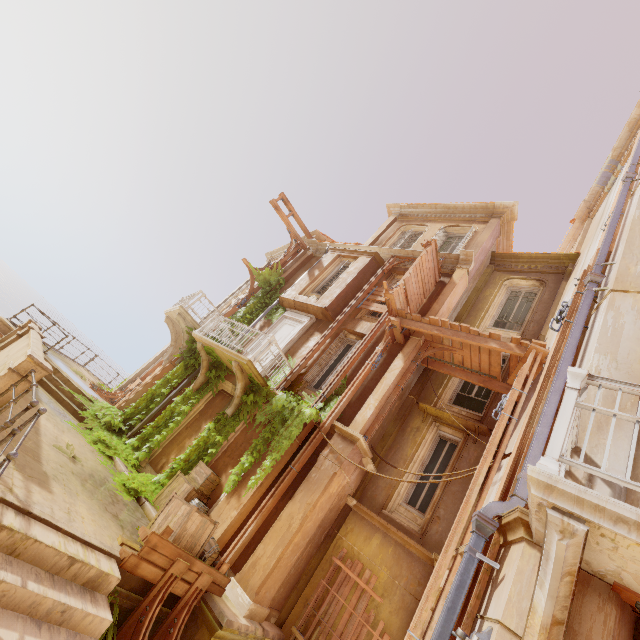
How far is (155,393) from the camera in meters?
12.6

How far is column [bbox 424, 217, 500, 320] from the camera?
11.4 meters

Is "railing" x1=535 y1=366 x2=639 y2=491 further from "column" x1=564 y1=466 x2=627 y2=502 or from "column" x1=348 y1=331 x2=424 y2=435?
"column" x1=348 y1=331 x2=424 y2=435

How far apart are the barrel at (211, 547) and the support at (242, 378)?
3.2m

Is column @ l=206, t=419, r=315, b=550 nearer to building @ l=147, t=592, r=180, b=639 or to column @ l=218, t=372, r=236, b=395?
column @ l=218, t=372, r=236, b=395

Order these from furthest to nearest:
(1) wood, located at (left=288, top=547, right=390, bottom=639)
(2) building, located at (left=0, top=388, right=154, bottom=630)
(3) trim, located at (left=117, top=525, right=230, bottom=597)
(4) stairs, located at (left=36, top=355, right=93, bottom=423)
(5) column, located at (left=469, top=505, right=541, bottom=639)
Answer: (4) stairs, located at (left=36, top=355, right=93, bottom=423) → (1) wood, located at (left=288, top=547, right=390, bottom=639) → (3) trim, located at (left=117, top=525, right=230, bottom=597) → (2) building, located at (left=0, top=388, right=154, bottom=630) → (5) column, located at (left=469, top=505, right=541, bottom=639)

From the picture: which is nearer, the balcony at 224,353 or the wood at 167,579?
the wood at 167,579

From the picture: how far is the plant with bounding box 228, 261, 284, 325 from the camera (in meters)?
14.99
